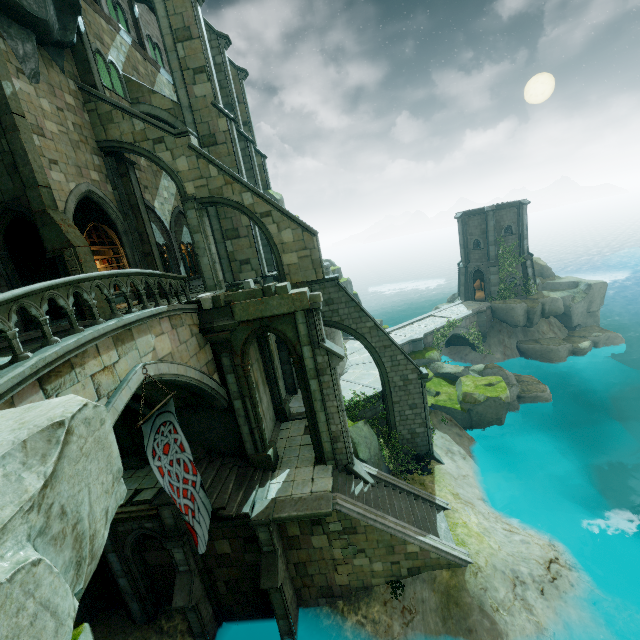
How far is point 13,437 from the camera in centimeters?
351cm

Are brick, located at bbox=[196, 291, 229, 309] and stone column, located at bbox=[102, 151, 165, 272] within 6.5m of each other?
yes

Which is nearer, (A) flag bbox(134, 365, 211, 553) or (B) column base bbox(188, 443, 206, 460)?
(A) flag bbox(134, 365, 211, 553)

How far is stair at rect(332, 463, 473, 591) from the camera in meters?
12.3

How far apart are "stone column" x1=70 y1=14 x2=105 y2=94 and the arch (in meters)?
12.86

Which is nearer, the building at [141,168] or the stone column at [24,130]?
the stone column at [24,130]

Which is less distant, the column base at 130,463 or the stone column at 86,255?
the stone column at 86,255

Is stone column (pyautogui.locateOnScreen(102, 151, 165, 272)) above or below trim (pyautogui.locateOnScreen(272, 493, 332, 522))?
above
